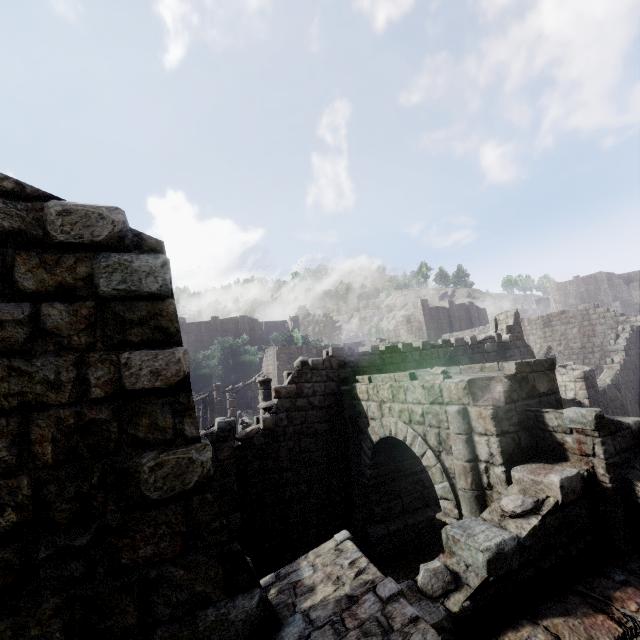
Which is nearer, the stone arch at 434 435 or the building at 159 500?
the building at 159 500

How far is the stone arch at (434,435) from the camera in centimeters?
588cm

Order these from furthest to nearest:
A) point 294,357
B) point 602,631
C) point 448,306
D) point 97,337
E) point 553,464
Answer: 1. point 448,306
2. point 294,357
3. point 553,464
4. point 602,631
5. point 97,337

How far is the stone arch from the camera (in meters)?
5.88

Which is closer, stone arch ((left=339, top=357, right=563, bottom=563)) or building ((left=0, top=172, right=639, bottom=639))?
building ((left=0, top=172, right=639, bottom=639))
